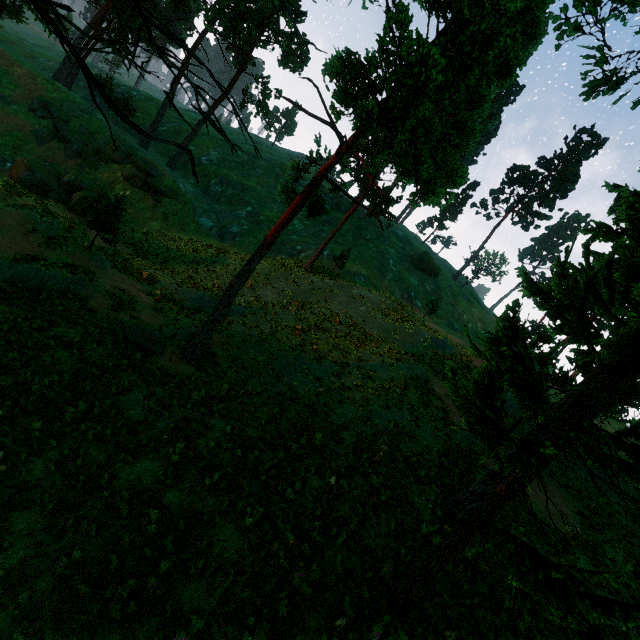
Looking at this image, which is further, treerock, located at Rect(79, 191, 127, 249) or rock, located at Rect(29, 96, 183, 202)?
rock, located at Rect(29, 96, 183, 202)

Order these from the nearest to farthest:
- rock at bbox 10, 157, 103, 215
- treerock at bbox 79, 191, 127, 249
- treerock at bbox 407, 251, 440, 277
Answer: treerock at bbox 79, 191, 127, 249
rock at bbox 10, 157, 103, 215
treerock at bbox 407, 251, 440, 277

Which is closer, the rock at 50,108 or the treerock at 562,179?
the rock at 50,108

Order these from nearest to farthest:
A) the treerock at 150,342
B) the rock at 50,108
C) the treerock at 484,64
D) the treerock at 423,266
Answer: the treerock at 484,64, the treerock at 150,342, the rock at 50,108, the treerock at 423,266

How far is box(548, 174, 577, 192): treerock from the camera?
57.9m

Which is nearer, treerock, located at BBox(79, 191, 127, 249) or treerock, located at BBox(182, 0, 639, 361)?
treerock, located at BBox(182, 0, 639, 361)

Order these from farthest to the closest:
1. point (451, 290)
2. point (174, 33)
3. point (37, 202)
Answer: point (451, 290)
point (174, 33)
point (37, 202)

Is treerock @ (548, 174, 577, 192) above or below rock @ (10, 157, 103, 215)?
Answer: above
